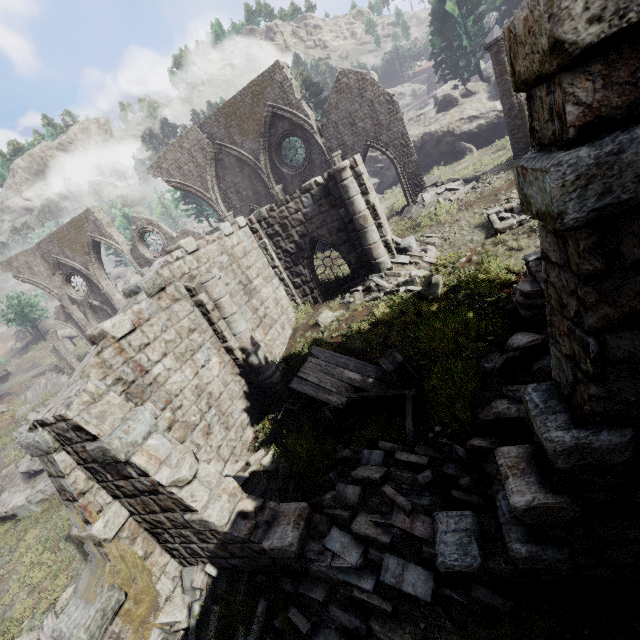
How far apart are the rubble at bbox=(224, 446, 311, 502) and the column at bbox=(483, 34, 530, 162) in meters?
15.7 m

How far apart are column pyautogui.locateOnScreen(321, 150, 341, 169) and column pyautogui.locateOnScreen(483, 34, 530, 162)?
7.23m

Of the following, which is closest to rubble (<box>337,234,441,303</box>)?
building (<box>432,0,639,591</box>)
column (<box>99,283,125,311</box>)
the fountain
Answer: building (<box>432,0,639,591</box>)

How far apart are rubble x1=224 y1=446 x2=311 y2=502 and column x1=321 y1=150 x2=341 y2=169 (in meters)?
13.40

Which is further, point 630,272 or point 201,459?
point 201,459

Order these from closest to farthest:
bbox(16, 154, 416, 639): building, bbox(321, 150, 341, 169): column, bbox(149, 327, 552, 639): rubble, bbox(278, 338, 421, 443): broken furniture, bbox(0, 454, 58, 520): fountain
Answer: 1. bbox(149, 327, 552, 639): rubble
2. bbox(16, 154, 416, 639): building
3. bbox(278, 338, 421, 443): broken furniture
4. bbox(0, 454, 58, 520): fountain
5. bbox(321, 150, 341, 169): column

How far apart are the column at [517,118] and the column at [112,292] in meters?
26.4

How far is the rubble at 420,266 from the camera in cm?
1169
